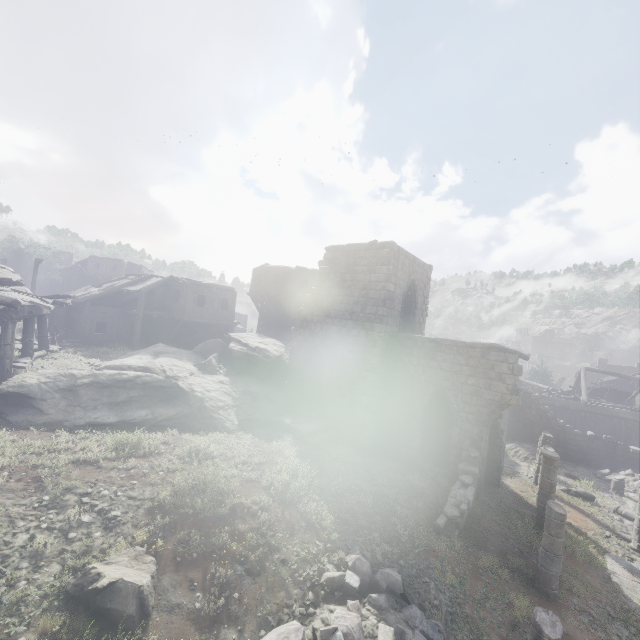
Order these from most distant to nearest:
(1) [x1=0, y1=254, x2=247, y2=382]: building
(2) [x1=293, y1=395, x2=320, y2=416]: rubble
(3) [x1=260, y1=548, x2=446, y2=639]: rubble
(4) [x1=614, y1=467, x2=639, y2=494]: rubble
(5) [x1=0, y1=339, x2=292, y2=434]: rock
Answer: (4) [x1=614, y1=467, x2=639, y2=494]: rubble → (2) [x1=293, y1=395, x2=320, y2=416]: rubble → (1) [x1=0, y1=254, x2=247, y2=382]: building → (5) [x1=0, y1=339, x2=292, y2=434]: rock → (3) [x1=260, y1=548, x2=446, y2=639]: rubble

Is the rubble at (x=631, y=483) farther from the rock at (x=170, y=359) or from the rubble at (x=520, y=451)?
the rock at (x=170, y=359)

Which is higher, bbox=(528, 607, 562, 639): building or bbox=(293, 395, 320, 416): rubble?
bbox=(293, 395, 320, 416): rubble

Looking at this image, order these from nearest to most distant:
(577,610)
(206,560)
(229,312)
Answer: (206,560), (577,610), (229,312)

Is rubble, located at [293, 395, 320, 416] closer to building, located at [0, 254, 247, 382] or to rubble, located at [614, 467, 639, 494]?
building, located at [0, 254, 247, 382]

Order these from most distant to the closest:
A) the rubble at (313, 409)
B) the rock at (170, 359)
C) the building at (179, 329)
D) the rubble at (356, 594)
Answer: the rubble at (313, 409)
the building at (179, 329)
the rock at (170, 359)
the rubble at (356, 594)

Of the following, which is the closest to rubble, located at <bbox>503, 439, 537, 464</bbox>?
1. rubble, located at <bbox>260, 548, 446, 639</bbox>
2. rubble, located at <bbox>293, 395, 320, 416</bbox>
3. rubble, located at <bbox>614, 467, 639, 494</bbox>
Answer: rubble, located at <bbox>614, 467, 639, 494</bbox>

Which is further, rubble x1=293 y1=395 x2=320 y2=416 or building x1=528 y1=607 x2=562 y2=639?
rubble x1=293 y1=395 x2=320 y2=416
